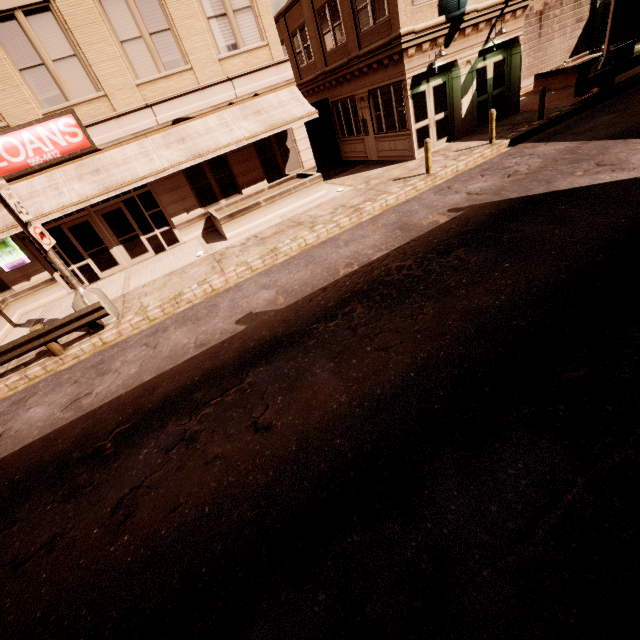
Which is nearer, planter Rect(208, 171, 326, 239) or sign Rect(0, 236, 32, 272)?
sign Rect(0, 236, 32, 272)

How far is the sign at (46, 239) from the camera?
8.49m

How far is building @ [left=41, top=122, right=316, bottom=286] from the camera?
13.8 meters

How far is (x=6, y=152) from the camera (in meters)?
11.54

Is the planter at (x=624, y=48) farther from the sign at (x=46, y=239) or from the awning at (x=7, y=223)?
the sign at (x=46, y=239)

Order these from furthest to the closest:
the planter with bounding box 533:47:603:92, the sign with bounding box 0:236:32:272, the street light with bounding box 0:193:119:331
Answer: the planter with bounding box 533:47:603:92 → the sign with bounding box 0:236:32:272 → the street light with bounding box 0:193:119:331

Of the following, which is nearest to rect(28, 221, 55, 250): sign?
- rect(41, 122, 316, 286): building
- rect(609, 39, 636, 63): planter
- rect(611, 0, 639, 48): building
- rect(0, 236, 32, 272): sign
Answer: rect(41, 122, 316, 286): building

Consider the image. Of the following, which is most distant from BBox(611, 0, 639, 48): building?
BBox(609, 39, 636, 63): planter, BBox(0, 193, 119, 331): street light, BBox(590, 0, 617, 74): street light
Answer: BBox(0, 193, 119, 331): street light
